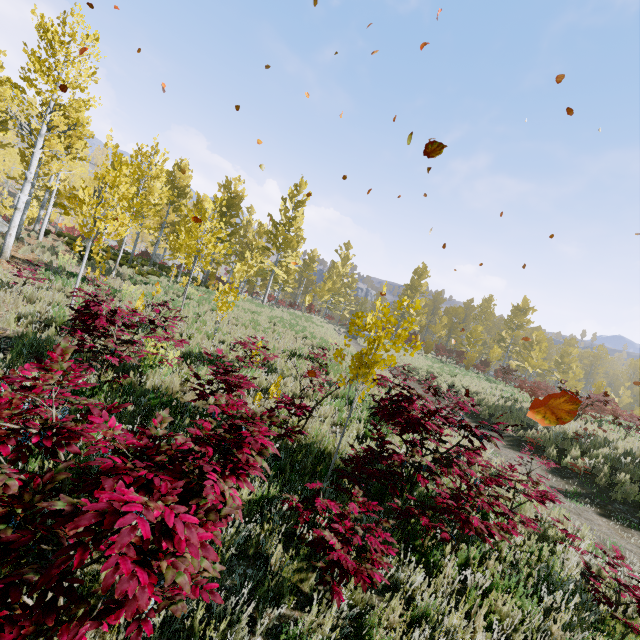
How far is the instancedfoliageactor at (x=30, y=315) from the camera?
7.1m

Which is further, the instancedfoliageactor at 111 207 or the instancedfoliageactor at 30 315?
the instancedfoliageactor at 30 315

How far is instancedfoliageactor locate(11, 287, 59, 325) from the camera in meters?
7.1

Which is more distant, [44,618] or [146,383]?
[146,383]

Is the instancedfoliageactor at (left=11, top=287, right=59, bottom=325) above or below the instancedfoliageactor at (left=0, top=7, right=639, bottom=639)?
below

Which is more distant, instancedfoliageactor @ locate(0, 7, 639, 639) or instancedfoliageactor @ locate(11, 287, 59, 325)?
instancedfoliageactor @ locate(11, 287, 59, 325)
